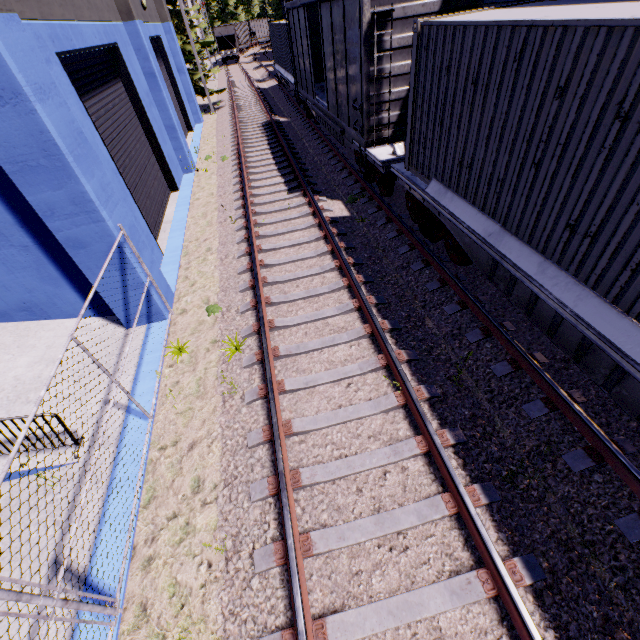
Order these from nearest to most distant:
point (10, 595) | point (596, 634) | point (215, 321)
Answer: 1. point (10, 595)
2. point (596, 634)
3. point (215, 321)

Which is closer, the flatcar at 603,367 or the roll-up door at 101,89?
the flatcar at 603,367

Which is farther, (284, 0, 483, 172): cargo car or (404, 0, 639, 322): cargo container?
(284, 0, 483, 172): cargo car

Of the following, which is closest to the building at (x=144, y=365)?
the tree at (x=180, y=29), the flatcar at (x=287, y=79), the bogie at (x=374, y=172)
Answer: the tree at (x=180, y=29)

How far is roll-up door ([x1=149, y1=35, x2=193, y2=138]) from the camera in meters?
16.8

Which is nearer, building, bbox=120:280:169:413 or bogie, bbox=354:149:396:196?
building, bbox=120:280:169:413

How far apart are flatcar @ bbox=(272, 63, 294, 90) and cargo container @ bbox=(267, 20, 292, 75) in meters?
0.0 m

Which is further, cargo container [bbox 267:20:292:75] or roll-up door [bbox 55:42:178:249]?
cargo container [bbox 267:20:292:75]
